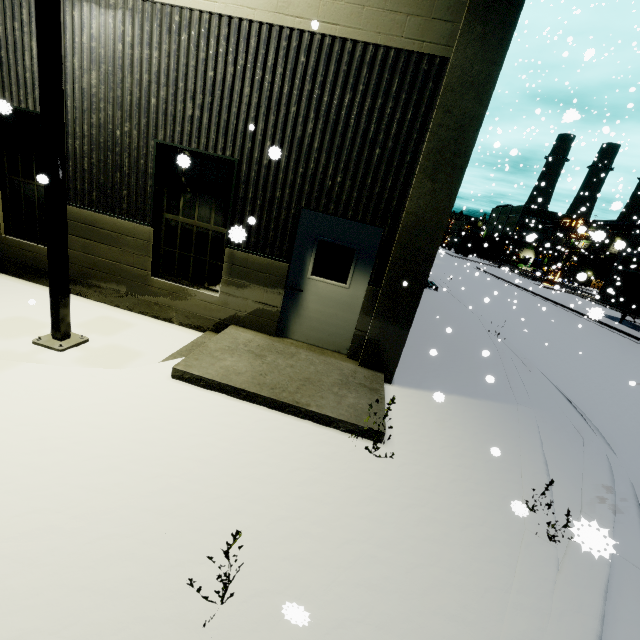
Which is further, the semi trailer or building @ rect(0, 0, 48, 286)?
the semi trailer

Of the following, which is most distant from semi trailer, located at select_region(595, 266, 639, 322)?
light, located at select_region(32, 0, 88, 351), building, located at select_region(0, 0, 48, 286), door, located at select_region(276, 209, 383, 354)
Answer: light, located at select_region(32, 0, 88, 351)

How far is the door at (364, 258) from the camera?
5.72m

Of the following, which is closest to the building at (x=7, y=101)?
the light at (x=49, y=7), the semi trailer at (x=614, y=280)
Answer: the semi trailer at (x=614, y=280)

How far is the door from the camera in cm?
572

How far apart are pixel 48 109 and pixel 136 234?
2.47m

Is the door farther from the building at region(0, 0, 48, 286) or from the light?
the light
